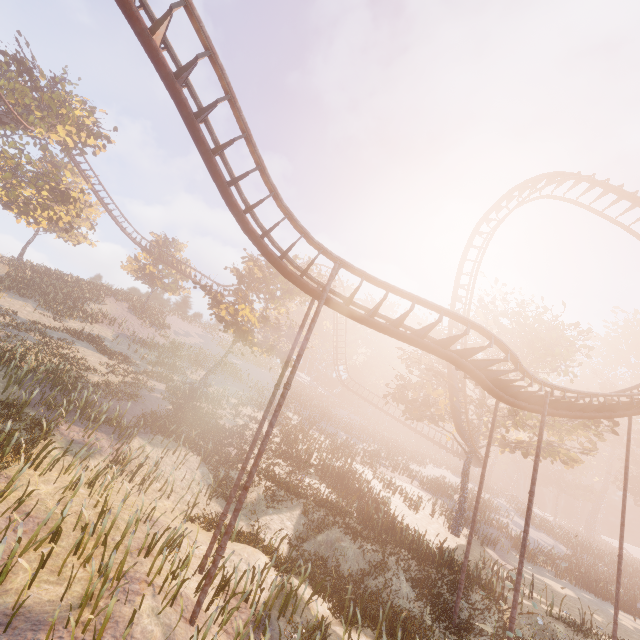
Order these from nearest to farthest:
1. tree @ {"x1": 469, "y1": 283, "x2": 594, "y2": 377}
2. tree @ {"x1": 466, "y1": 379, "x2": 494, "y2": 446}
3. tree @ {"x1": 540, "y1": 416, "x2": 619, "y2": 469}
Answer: tree @ {"x1": 540, "y1": 416, "x2": 619, "y2": 469}
tree @ {"x1": 466, "y1": 379, "x2": 494, "y2": 446}
tree @ {"x1": 469, "y1": 283, "x2": 594, "y2": 377}

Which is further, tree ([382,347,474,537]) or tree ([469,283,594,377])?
tree ([382,347,474,537])

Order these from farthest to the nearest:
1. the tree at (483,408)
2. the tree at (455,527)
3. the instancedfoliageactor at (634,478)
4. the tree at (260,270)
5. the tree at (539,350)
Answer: the instancedfoliageactor at (634,478), the tree at (260,270), the tree at (455,527), the tree at (539,350), the tree at (483,408)

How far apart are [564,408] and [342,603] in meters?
12.5 m

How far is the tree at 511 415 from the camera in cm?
2280

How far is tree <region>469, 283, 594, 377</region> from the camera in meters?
23.7 m

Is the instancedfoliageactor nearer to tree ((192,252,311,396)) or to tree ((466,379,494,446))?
tree ((466,379,494,446))
